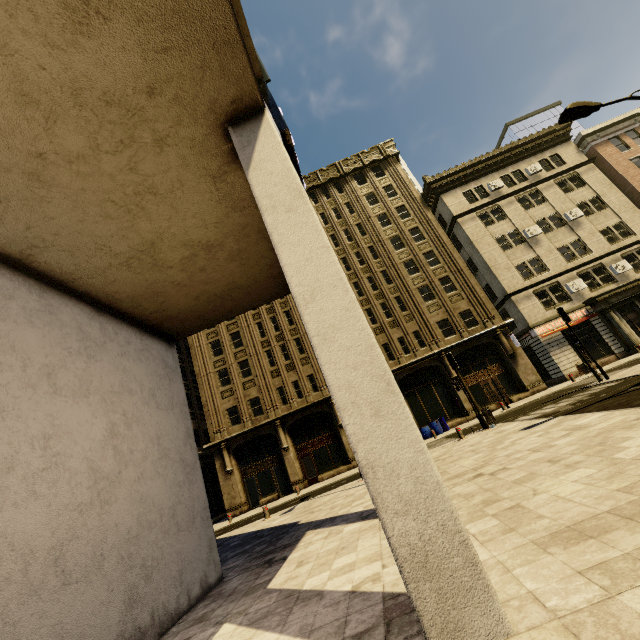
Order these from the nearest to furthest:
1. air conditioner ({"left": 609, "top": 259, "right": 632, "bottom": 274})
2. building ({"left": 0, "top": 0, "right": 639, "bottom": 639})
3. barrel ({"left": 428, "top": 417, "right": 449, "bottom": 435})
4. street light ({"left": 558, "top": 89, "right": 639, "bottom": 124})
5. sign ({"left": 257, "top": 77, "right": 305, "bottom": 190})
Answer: building ({"left": 0, "top": 0, "right": 639, "bottom": 639}) < sign ({"left": 257, "top": 77, "right": 305, "bottom": 190}) < street light ({"left": 558, "top": 89, "right": 639, "bottom": 124}) < barrel ({"left": 428, "top": 417, "right": 449, "bottom": 435}) < air conditioner ({"left": 609, "top": 259, "right": 632, "bottom": 274})

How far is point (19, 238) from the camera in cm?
486

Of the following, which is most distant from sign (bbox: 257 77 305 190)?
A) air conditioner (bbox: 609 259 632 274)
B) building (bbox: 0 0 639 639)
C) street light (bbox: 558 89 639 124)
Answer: air conditioner (bbox: 609 259 632 274)

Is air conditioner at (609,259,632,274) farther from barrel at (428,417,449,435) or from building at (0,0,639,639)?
barrel at (428,417,449,435)

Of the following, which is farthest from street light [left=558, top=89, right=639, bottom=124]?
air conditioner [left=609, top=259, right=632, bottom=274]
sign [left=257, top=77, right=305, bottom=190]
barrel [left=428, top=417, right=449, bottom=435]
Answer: air conditioner [left=609, top=259, right=632, bottom=274]

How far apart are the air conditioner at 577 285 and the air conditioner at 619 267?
2.67m

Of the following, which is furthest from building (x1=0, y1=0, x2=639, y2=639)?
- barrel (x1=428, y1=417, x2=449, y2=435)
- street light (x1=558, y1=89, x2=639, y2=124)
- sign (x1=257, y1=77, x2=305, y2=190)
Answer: street light (x1=558, y1=89, x2=639, y2=124)

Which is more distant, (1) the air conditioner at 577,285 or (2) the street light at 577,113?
(1) the air conditioner at 577,285
